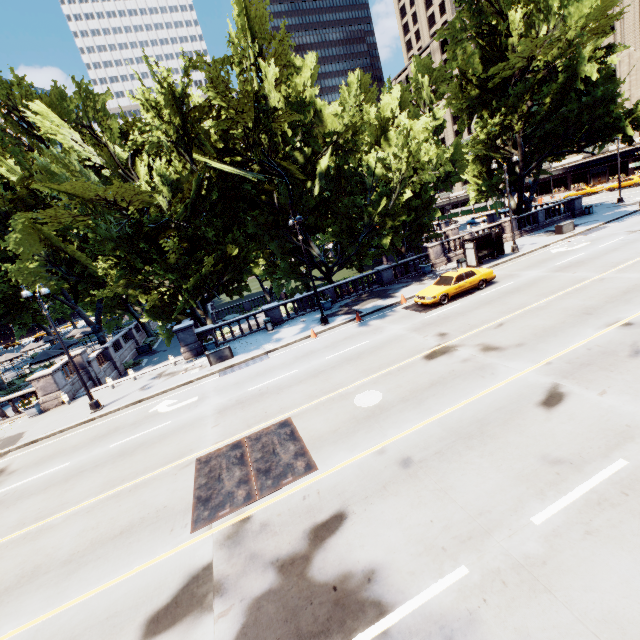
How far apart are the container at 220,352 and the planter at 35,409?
11.24m

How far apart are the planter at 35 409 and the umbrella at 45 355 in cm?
1001

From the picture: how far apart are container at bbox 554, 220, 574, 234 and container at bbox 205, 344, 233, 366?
29.30m

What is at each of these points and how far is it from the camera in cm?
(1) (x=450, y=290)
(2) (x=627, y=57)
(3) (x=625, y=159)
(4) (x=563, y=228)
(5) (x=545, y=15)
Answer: (1) vehicle, 1922
(2) building, 5084
(3) building, 5516
(4) container, 2791
(5) tree, 2289

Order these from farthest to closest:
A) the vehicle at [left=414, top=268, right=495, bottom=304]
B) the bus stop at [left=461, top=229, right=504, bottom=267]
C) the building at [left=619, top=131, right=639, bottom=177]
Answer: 1. the building at [left=619, top=131, right=639, bottom=177]
2. the bus stop at [left=461, top=229, right=504, bottom=267]
3. the vehicle at [left=414, top=268, right=495, bottom=304]

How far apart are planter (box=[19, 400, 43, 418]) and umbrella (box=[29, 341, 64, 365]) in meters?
10.0 m

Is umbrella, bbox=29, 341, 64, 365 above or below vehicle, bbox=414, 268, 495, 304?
above

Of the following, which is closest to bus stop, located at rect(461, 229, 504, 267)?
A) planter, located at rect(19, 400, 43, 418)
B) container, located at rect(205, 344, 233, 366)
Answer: container, located at rect(205, 344, 233, 366)
